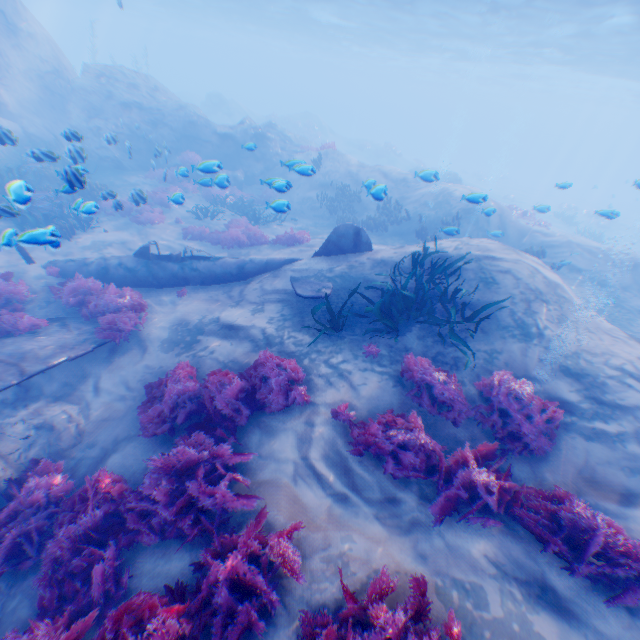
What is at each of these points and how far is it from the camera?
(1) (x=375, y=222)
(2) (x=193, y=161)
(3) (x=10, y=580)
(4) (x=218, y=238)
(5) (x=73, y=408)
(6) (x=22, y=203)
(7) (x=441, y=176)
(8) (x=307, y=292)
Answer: (1) instancedfoliageactor, 16.2 meters
(2) instancedfoliageactor, 17.9 meters
(3) rock, 4.5 meters
(4) instancedfoliageactor, 13.8 meters
(5) rock, 6.8 meters
(6) instancedfoliageactor, 6.1 meters
(7) rock, 26.7 meters
(8) plane, 8.0 meters

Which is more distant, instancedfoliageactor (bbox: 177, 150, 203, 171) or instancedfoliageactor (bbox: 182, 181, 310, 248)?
instancedfoliageactor (bbox: 182, 181, 310, 248)

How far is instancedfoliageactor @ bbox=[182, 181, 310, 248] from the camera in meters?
12.9 m

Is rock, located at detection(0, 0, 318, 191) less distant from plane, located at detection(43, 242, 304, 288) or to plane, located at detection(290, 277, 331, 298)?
plane, located at detection(43, 242, 304, 288)

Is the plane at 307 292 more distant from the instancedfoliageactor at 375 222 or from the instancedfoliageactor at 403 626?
the instancedfoliageactor at 375 222

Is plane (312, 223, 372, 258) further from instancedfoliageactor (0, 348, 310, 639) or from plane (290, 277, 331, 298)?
plane (290, 277, 331, 298)

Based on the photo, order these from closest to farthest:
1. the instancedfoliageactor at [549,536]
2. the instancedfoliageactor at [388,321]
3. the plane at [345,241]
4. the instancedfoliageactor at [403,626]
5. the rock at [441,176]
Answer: the instancedfoliageactor at [403,626]
the instancedfoliageactor at [549,536]
the instancedfoliageactor at [388,321]
the plane at [345,241]
the rock at [441,176]

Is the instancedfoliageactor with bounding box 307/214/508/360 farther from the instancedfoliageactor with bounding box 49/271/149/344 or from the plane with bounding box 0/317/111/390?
the plane with bounding box 0/317/111/390
